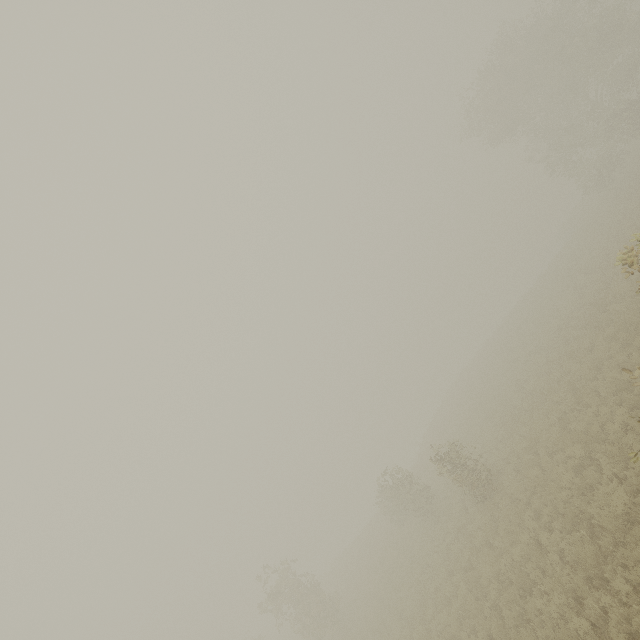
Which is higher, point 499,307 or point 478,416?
point 478,416
